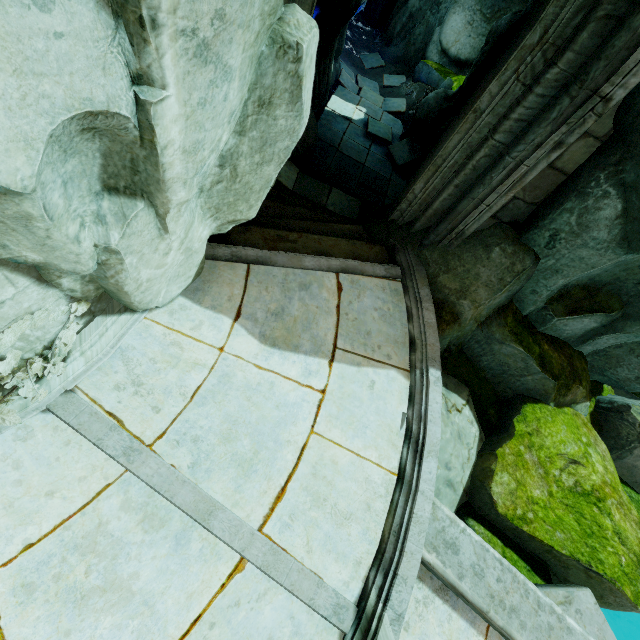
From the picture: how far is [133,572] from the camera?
2.8m

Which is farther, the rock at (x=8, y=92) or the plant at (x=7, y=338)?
the plant at (x=7, y=338)

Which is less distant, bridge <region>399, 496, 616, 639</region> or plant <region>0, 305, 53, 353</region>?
plant <region>0, 305, 53, 353</region>

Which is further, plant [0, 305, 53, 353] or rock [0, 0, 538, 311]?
plant [0, 305, 53, 353]

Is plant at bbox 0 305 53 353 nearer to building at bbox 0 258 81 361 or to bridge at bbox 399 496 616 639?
building at bbox 0 258 81 361

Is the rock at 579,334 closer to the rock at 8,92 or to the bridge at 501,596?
the bridge at 501,596

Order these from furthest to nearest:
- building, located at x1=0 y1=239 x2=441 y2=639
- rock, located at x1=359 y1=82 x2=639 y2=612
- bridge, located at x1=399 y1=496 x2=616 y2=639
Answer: rock, located at x1=359 y1=82 x2=639 y2=612 → bridge, located at x1=399 y1=496 x2=616 y2=639 → building, located at x1=0 y1=239 x2=441 y2=639
